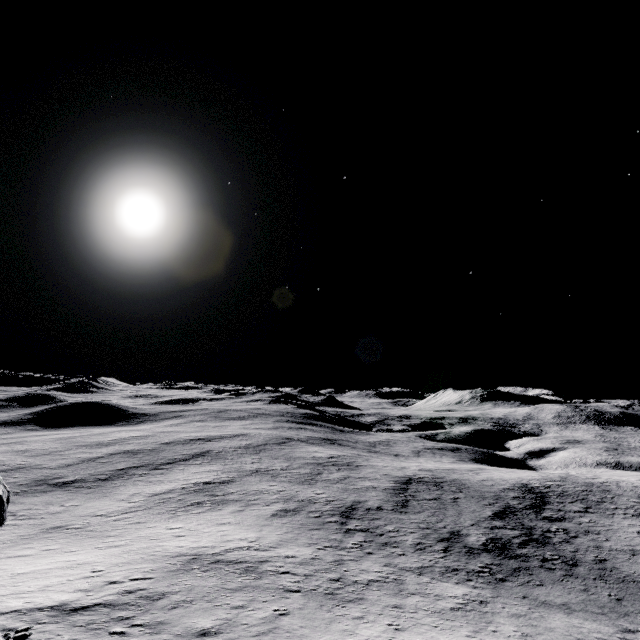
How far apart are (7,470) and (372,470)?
65.2m
